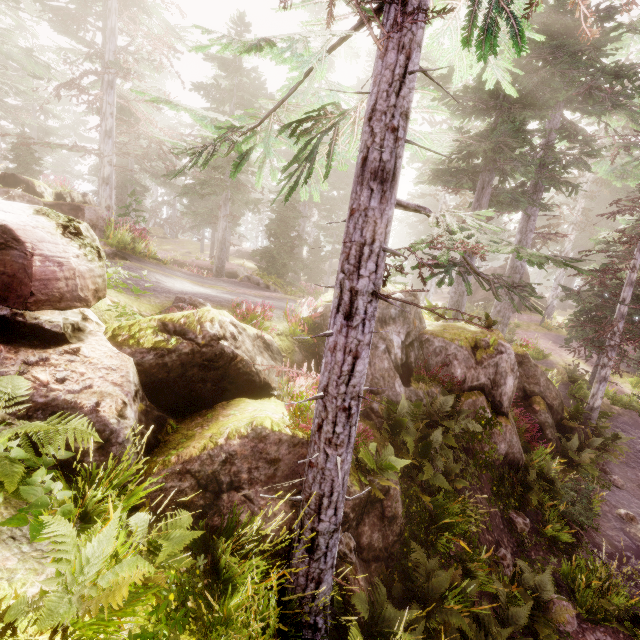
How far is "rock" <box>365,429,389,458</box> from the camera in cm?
700

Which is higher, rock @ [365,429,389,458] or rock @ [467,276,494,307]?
rock @ [467,276,494,307]

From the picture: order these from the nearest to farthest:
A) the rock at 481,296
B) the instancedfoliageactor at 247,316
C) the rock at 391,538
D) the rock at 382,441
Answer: the rock at 391,538 < the rock at 382,441 < the instancedfoliageactor at 247,316 < the rock at 481,296

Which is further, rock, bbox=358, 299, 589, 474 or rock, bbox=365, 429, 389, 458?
rock, bbox=358, 299, 589, 474

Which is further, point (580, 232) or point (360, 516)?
point (580, 232)

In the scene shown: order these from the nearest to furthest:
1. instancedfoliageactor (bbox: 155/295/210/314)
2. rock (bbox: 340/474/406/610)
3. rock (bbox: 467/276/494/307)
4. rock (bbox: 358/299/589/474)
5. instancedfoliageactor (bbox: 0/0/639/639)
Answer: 1. instancedfoliageactor (bbox: 0/0/639/639)
2. rock (bbox: 340/474/406/610)
3. instancedfoliageactor (bbox: 155/295/210/314)
4. rock (bbox: 358/299/589/474)
5. rock (bbox: 467/276/494/307)

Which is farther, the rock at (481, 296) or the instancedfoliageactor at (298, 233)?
the rock at (481, 296)
